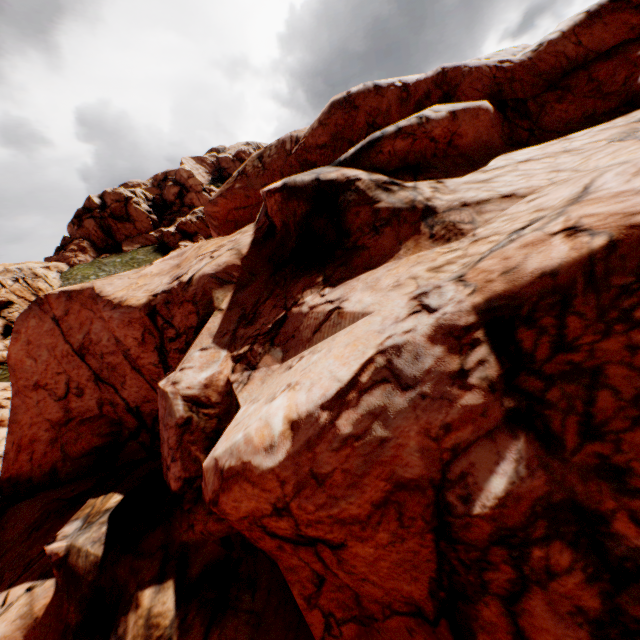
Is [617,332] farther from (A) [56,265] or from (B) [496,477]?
(A) [56,265]
